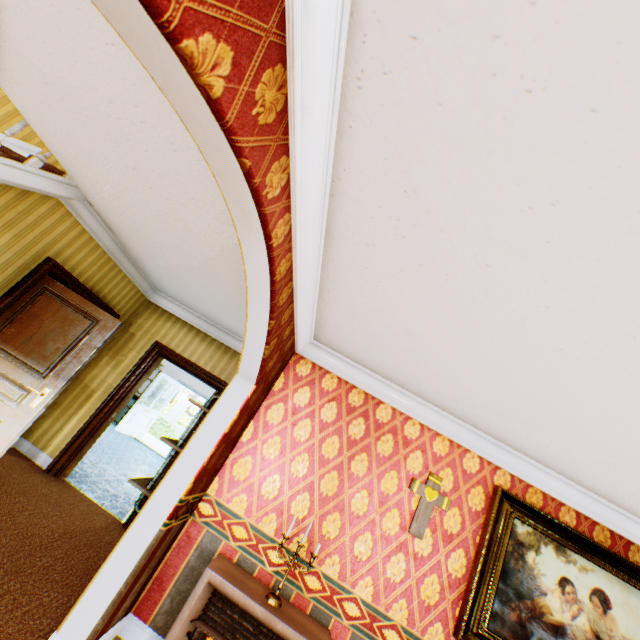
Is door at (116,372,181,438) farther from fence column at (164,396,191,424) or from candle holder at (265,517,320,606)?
fence column at (164,396,191,424)

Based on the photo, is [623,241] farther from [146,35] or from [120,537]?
[120,537]

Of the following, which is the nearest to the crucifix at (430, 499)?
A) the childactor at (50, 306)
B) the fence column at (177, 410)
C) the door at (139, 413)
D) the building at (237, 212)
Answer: the building at (237, 212)

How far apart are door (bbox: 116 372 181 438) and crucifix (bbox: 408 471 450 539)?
9.5 meters

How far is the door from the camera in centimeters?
1014cm

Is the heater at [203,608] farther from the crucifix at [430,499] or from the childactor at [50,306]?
the childactor at [50,306]

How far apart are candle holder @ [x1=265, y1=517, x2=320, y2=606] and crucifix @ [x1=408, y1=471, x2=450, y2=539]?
0.97m

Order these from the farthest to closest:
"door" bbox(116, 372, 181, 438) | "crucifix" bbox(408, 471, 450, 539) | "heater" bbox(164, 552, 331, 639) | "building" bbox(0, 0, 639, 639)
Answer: "door" bbox(116, 372, 181, 438) → "crucifix" bbox(408, 471, 450, 539) → "heater" bbox(164, 552, 331, 639) → "building" bbox(0, 0, 639, 639)
